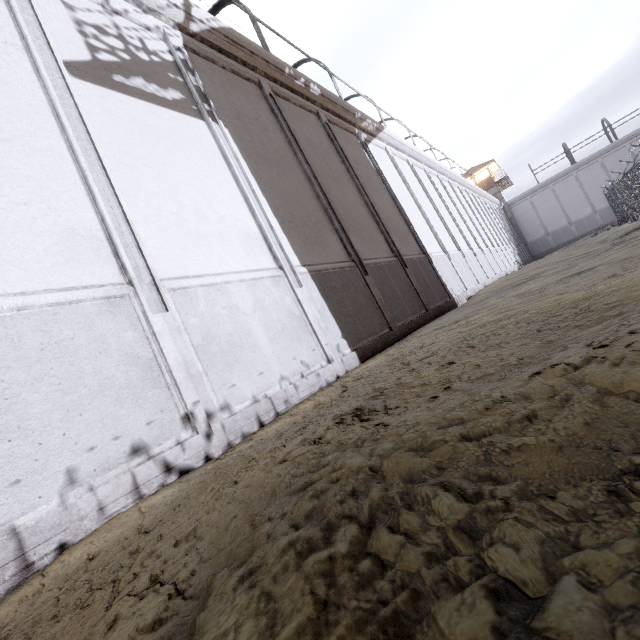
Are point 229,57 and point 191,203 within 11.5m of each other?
yes
